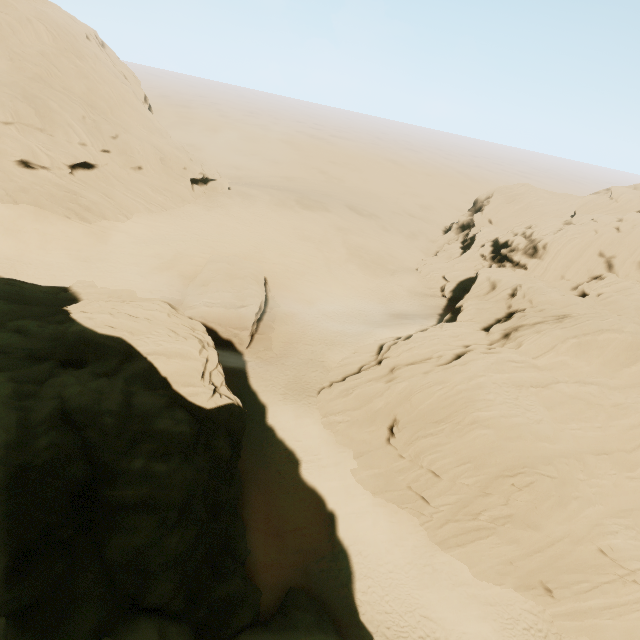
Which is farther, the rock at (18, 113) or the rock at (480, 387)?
the rock at (18, 113)

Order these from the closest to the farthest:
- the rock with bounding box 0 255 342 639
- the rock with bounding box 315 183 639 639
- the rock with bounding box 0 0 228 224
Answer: the rock with bounding box 0 255 342 639 → the rock with bounding box 315 183 639 639 → the rock with bounding box 0 0 228 224

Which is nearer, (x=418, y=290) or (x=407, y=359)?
(x=407, y=359)

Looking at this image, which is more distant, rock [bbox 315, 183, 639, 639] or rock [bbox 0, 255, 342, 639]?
rock [bbox 315, 183, 639, 639]
